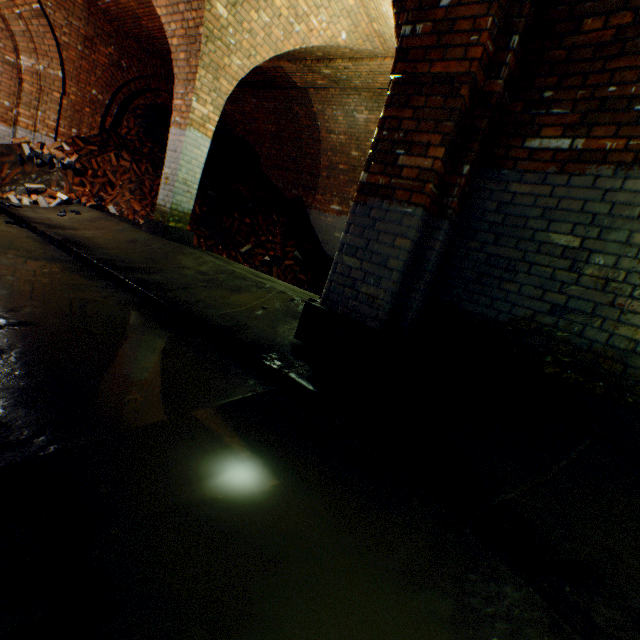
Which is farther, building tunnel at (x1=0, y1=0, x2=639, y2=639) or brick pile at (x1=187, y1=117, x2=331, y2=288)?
brick pile at (x1=187, y1=117, x2=331, y2=288)

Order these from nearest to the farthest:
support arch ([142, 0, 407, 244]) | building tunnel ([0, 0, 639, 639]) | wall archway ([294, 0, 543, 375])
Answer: building tunnel ([0, 0, 639, 639])
wall archway ([294, 0, 543, 375])
support arch ([142, 0, 407, 244])

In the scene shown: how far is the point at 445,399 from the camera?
2.6m

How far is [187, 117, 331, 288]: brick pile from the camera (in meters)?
8.30

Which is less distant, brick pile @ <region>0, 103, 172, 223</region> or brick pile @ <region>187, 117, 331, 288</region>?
brick pile @ <region>0, 103, 172, 223</region>

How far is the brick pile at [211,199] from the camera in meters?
8.3 m

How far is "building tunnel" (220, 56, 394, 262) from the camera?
6.9 meters

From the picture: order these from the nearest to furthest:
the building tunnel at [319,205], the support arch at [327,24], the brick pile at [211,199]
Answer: the support arch at [327,24]
the building tunnel at [319,205]
the brick pile at [211,199]
